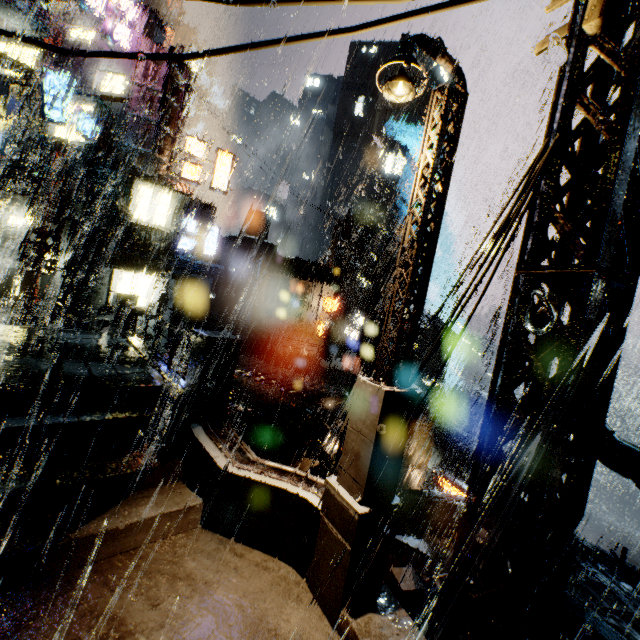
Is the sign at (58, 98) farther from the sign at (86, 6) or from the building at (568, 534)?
the sign at (86, 6)

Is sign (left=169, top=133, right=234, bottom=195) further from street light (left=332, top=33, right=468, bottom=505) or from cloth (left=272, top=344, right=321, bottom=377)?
street light (left=332, top=33, right=468, bottom=505)

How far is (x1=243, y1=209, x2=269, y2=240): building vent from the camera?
47.84m

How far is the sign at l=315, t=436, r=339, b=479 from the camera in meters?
11.4

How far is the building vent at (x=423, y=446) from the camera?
17.03m

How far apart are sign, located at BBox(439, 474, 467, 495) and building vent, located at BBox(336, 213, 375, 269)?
41.47m

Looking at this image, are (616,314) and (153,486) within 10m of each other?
yes

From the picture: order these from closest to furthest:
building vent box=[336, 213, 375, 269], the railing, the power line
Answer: the railing
the power line
building vent box=[336, 213, 375, 269]
